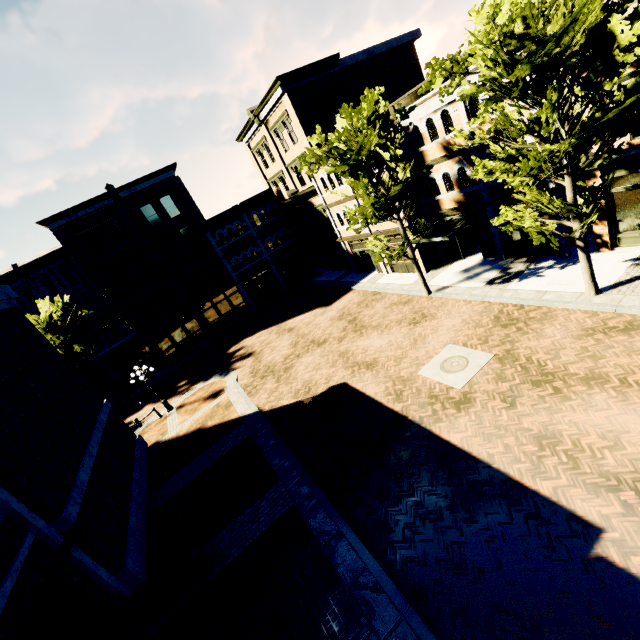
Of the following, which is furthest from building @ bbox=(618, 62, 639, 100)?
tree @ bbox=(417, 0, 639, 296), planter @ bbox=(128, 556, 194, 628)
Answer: planter @ bbox=(128, 556, 194, 628)

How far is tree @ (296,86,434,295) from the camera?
13.6 meters

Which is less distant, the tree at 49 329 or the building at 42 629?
the building at 42 629

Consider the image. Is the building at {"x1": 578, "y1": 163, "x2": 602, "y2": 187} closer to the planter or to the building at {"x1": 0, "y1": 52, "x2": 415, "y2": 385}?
the building at {"x1": 0, "y1": 52, "x2": 415, "y2": 385}

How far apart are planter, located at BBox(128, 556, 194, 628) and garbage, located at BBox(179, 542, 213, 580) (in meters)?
0.11

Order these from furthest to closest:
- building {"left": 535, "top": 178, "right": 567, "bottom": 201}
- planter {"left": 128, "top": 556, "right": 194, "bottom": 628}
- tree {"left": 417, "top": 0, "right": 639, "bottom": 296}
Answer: building {"left": 535, "top": 178, "right": 567, "bottom": 201}
planter {"left": 128, "top": 556, "right": 194, "bottom": 628}
tree {"left": 417, "top": 0, "right": 639, "bottom": 296}

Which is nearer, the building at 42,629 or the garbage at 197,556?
the building at 42,629

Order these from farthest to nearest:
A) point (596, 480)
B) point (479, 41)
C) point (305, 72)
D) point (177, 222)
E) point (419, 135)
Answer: point (177, 222) → point (305, 72) → point (419, 135) → point (479, 41) → point (596, 480)
